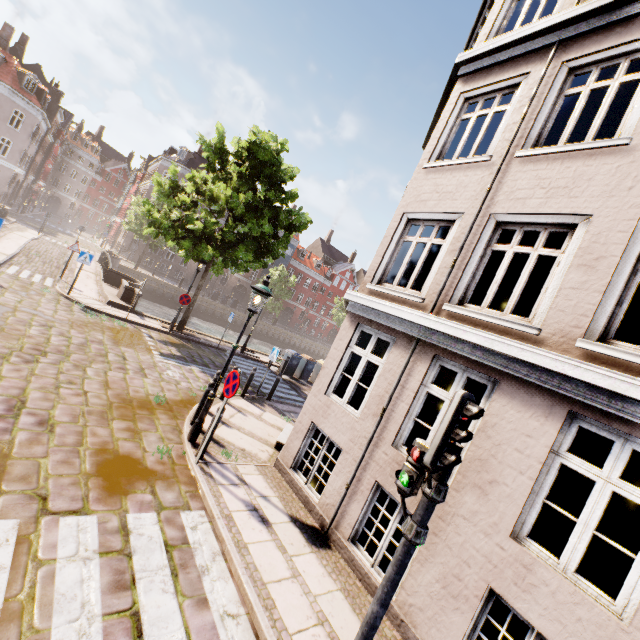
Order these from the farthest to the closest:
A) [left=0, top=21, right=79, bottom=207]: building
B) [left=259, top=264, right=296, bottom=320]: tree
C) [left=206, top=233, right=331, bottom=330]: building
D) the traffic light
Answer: [left=206, top=233, right=331, bottom=330]: building
[left=259, top=264, right=296, bottom=320]: tree
[left=0, top=21, right=79, bottom=207]: building
the traffic light

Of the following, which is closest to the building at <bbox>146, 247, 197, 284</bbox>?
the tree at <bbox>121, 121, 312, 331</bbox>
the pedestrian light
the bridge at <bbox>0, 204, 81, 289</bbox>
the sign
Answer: the tree at <bbox>121, 121, 312, 331</bbox>

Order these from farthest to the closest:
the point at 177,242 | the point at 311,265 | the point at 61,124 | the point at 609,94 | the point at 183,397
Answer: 1. the point at 311,265
2. the point at 61,124
3. the point at 177,242
4. the point at 183,397
5. the point at 609,94

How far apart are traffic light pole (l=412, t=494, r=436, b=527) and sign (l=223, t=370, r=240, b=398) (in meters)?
3.76

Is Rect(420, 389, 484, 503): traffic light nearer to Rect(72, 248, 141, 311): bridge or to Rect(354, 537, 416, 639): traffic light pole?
Rect(354, 537, 416, 639): traffic light pole

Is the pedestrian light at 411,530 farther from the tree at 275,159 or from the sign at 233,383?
the tree at 275,159

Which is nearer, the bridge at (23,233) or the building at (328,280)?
the bridge at (23,233)

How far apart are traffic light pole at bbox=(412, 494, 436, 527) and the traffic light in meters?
0.0 m
